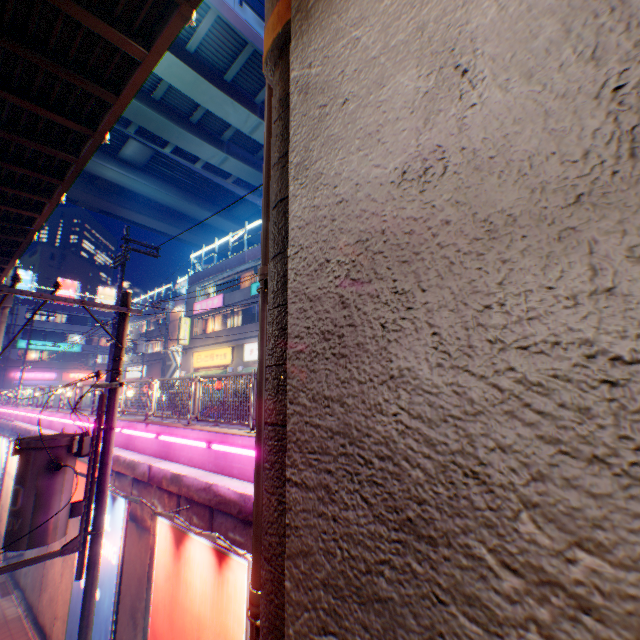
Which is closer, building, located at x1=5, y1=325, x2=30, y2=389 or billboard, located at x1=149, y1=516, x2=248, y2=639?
billboard, located at x1=149, y1=516, x2=248, y2=639

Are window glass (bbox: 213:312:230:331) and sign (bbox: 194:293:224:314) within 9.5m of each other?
yes

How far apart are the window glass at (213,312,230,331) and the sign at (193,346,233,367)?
1.4 meters

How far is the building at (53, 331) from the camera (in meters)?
48.60

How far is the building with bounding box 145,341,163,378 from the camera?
38.2 meters

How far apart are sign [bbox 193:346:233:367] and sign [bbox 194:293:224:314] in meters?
3.2 m

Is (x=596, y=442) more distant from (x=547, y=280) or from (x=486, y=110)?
(x=486, y=110)

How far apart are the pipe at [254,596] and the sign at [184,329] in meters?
27.9 m
